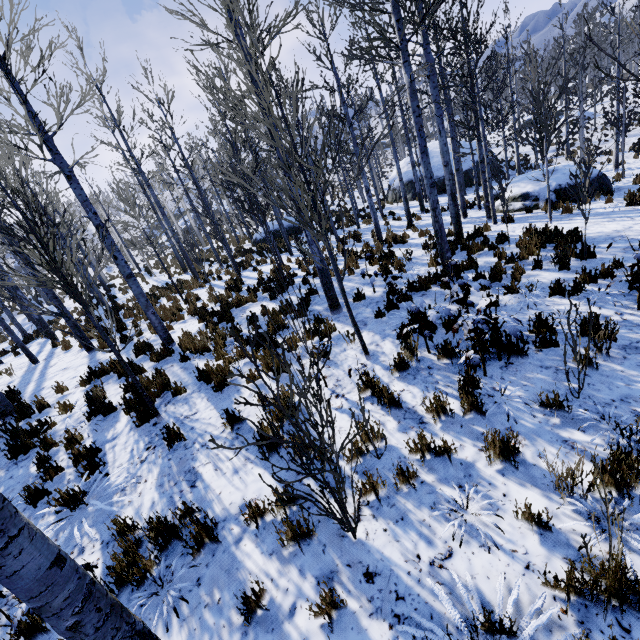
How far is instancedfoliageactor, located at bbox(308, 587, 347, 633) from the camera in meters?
2.4 m

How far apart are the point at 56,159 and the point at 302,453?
8.2m

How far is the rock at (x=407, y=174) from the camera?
24.54m

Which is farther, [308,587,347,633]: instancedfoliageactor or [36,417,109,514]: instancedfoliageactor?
[36,417,109,514]: instancedfoliageactor

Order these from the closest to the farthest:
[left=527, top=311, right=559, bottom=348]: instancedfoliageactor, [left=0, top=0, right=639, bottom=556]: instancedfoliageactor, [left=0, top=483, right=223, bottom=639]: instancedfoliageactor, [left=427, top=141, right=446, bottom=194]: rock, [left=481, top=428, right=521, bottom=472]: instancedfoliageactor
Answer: [left=0, top=483, right=223, bottom=639]: instancedfoliageactor → [left=481, top=428, right=521, bottom=472]: instancedfoliageactor → [left=0, top=0, right=639, bottom=556]: instancedfoliageactor → [left=527, top=311, right=559, bottom=348]: instancedfoliageactor → [left=427, top=141, right=446, bottom=194]: rock

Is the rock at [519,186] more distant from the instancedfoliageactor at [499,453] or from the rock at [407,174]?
the rock at [407,174]
